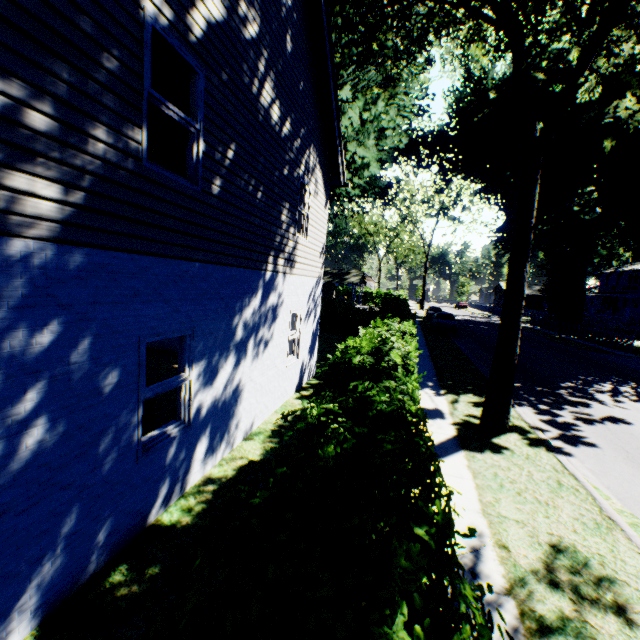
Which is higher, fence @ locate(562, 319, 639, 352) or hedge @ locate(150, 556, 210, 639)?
hedge @ locate(150, 556, 210, 639)

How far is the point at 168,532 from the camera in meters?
4.1 m

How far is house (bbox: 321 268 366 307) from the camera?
46.9 meters

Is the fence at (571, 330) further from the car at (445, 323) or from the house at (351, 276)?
the house at (351, 276)

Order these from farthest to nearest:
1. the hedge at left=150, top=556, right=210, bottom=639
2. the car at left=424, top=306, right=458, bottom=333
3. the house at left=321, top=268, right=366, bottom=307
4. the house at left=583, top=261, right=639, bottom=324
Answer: the house at left=321, top=268, right=366, bottom=307 < the house at left=583, top=261, right=639, bottom=324 < the car at left=424, top=306, right=458, bottom=333 < the hedge at left=150, top=556, right=210, bottom=639

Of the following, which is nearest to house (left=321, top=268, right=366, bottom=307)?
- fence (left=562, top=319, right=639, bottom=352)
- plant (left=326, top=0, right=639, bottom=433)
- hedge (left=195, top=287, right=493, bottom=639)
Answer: plant (left=326, top=0, right=639, bottom=433)

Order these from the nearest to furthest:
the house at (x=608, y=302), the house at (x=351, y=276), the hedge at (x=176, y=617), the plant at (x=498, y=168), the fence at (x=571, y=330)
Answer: the hedge at (x=176, y=617)
the plant at (x=498, y=168)
the fence at (x=571, y=330)
the house at (x=608, y=302)
the house at (x=351, y=276)

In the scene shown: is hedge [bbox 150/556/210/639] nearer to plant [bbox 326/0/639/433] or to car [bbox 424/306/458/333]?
plant [bbox 326/0/639/433]
